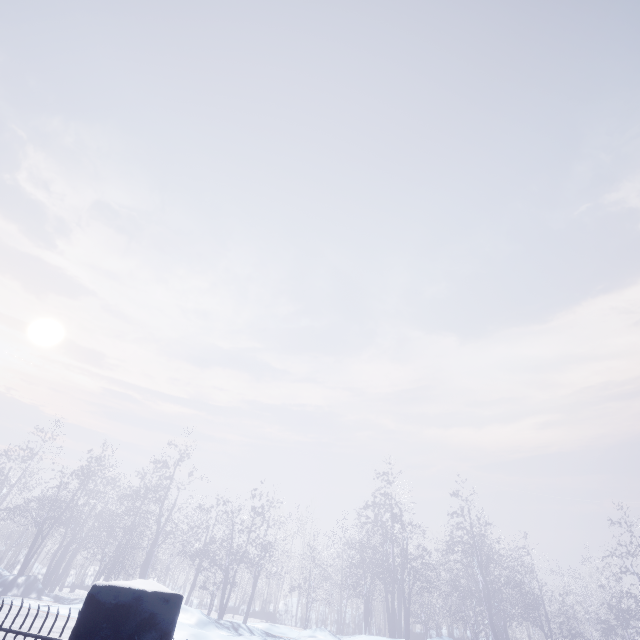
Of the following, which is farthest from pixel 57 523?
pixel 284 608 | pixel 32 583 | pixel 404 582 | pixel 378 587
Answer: pixel 404 582

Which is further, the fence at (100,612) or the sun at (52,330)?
the sun at (52,330)

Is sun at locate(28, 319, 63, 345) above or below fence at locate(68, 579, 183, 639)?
above

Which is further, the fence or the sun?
the sun

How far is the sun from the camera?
48.7m

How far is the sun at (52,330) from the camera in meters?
48.7
